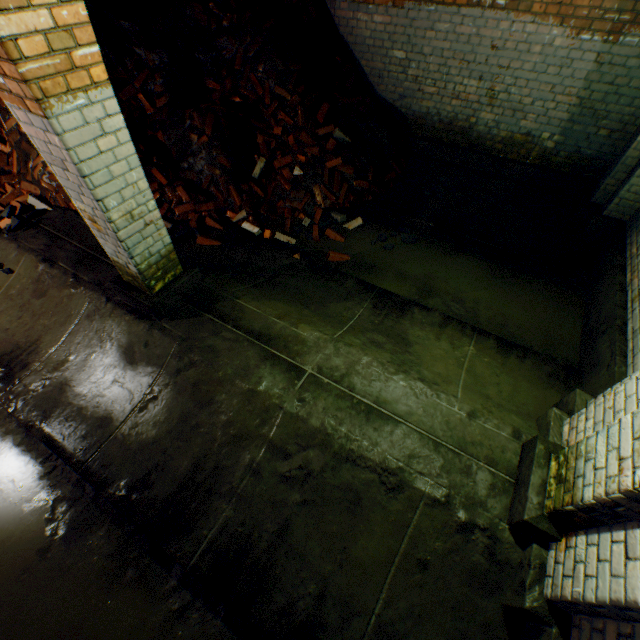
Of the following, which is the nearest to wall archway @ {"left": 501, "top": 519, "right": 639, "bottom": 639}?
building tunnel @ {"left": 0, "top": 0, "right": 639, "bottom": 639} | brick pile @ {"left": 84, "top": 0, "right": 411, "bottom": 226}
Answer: Answer: building tunnel @ {"left": 0, "top": 0, "right": 639, "bottom": 639}

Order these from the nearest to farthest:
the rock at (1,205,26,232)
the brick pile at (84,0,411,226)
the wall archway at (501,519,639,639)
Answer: the wall archway at (501,519,639,639) → the rock at (1,205,26,232) → the brick pile at (84,0,411,226)

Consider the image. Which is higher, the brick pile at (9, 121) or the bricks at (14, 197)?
the brick pile at (9, 121)

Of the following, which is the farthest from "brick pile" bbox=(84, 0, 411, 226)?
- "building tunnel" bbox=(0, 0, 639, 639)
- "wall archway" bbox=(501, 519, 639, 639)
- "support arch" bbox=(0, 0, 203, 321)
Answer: "wall archway" bbox=(501, 519, 639, 639)

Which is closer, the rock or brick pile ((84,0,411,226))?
the rock

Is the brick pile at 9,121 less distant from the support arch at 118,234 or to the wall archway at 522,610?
the support arch at 118,234

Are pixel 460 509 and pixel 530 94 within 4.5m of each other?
no
